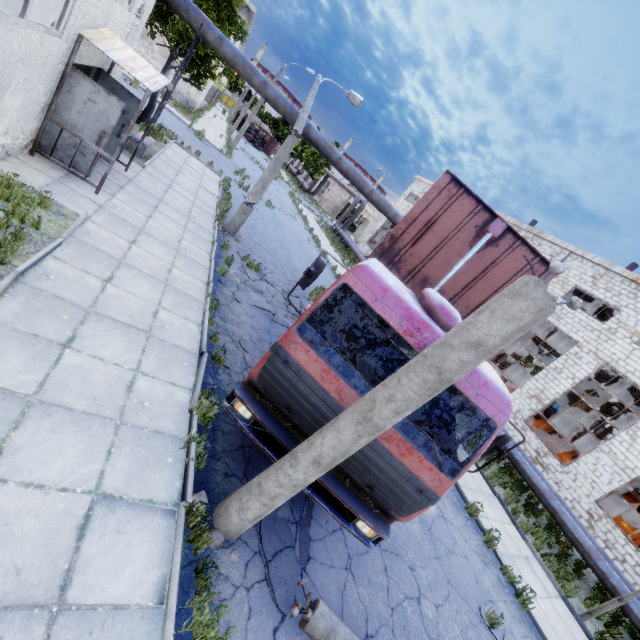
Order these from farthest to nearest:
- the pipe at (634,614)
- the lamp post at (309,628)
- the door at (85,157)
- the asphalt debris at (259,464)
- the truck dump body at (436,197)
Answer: the pipe at (634,614)
the door at (85,157)
the truck dump body at (436,197)
the asphalt debris at (259,464)
the lamp post at (309,628)

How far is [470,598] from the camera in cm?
672

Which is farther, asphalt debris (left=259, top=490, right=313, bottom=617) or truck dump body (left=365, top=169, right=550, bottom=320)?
truck dump body (left=365, top=169, right=550, bottom=320)

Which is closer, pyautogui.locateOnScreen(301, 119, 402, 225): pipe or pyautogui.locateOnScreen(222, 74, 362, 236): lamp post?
pyautogui.locateOnScreen(222, 74, 362, 236): lamp post

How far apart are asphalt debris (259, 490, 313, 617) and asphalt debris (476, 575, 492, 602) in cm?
451

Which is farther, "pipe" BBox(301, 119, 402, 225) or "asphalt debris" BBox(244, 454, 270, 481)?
"pipe" BBox(301, 119, 402, 225)

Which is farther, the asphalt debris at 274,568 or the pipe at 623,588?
the pipe at 623,588

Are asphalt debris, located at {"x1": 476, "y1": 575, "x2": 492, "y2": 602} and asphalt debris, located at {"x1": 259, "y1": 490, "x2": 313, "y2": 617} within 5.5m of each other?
yes
